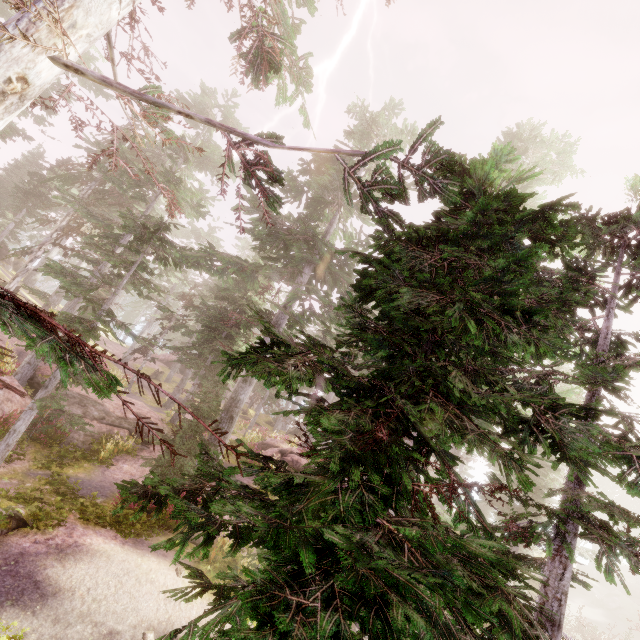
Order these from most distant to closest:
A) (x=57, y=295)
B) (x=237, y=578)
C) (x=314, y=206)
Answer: (x=57, y=295) < (x=314, y=206) < (x=237, y=578)

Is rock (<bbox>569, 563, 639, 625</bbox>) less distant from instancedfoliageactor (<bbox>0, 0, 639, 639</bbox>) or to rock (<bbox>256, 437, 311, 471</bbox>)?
instancedfoliageactor (<bbox>0, 0, 639, 639</bbox>)

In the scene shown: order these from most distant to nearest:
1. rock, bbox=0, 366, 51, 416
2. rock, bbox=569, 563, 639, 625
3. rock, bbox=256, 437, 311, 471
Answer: rock, bbox=569, 563, 639, 625
rock, bbox=256, 437, 311, 471
rock, bbox=0, 366, 51, 416

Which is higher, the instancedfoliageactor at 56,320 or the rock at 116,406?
the instancedfoliageactor at 56,320

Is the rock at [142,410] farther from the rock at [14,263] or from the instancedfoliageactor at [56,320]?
the rock at [14,263]

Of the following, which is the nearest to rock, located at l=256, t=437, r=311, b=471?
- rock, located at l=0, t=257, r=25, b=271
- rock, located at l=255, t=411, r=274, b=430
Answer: rock, located at l=255, t=411, r=274, b=430

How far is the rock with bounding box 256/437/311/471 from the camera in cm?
2139

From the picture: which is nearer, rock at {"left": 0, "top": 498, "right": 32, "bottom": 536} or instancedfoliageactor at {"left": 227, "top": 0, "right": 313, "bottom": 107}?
instancedfoliageactor at {"left": 227, "top": 0, "right": 313, "bottom": 107}
